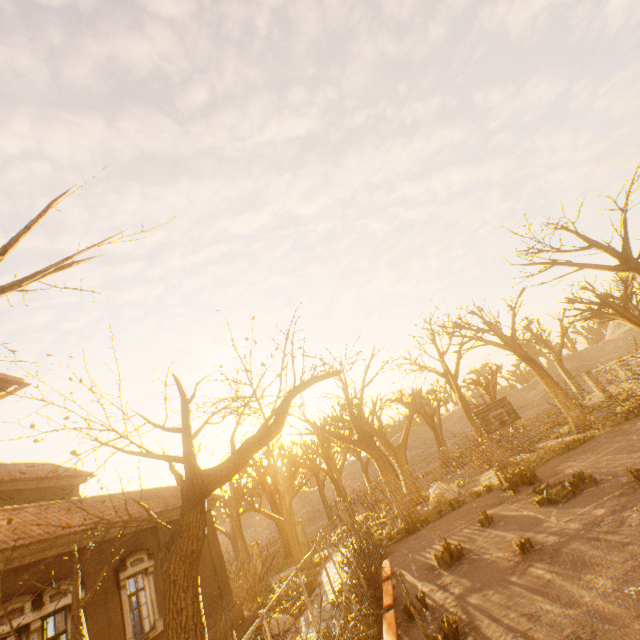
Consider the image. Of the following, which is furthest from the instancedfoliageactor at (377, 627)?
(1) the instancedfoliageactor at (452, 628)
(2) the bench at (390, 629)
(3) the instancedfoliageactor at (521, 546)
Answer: (3) the instancedfoliageactor at (521, 546)

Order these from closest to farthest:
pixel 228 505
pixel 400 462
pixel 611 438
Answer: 1. pixel 611 438
2. pixel 400 462
3. pixel 228 505

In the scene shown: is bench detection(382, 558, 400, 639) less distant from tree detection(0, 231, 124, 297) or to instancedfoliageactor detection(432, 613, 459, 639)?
instancedfoliageactor detection(432, 613, 459, 639)

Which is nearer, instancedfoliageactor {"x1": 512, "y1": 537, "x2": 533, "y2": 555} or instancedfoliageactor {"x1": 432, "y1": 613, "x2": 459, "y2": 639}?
instancedfoliageactor {"x1": 432, "y1": 613, "x2": 459, "y2": 639}

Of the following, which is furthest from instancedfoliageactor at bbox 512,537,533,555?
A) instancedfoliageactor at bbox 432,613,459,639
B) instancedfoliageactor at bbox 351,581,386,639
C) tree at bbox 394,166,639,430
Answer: tree at bbox 394,166,639,430

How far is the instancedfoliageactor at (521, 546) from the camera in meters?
9.3 m

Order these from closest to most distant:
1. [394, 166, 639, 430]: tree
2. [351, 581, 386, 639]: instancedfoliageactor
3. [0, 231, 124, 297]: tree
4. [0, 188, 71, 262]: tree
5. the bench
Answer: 1. [0, 188, 71, 262]: tree
2. [0, 231, 124, 297]: tree
3. the bench
4. [351, 581, 386, 639]: instancedfoliageactor
5. [394, 166, 639, 430]: tree

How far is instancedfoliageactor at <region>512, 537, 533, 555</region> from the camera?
9.3 meters
